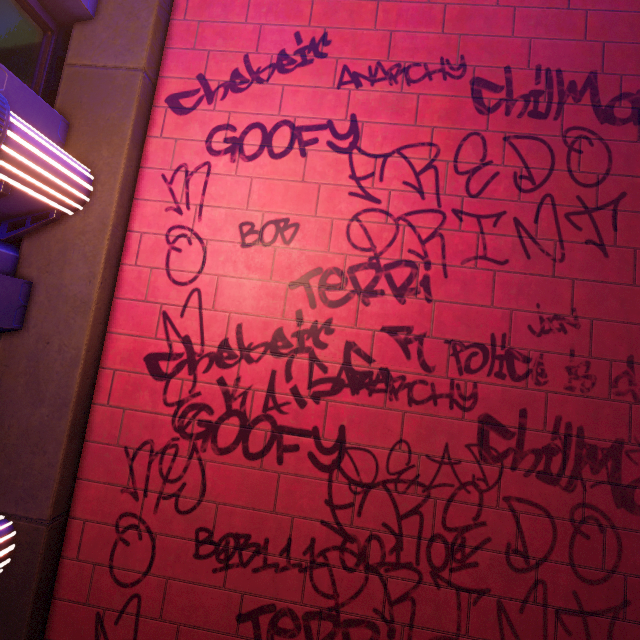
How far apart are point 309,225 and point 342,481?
3.47m
